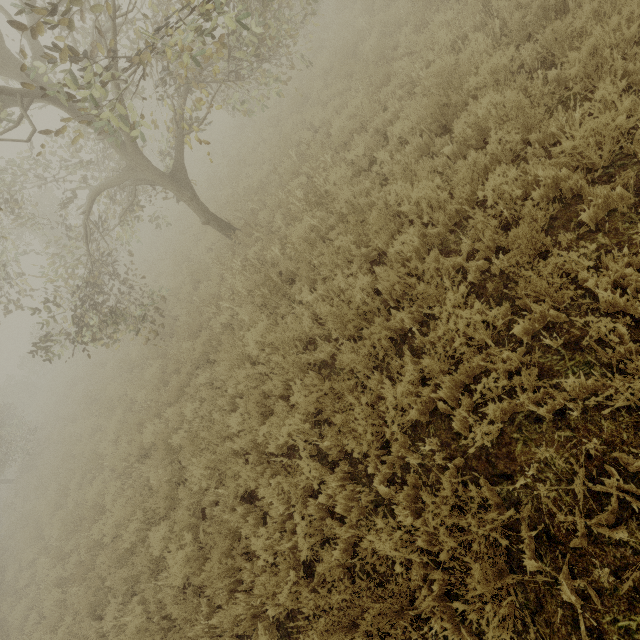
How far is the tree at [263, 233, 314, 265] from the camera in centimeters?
622cm

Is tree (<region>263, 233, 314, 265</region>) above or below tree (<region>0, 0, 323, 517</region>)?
below

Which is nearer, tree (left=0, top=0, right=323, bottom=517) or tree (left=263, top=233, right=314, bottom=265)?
tree (left=0, top=0, right=323, bottom=517)

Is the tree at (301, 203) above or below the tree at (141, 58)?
below

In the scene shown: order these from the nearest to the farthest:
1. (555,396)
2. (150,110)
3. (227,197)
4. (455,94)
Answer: (555,396), (455,94), (227,197), (150,110)
